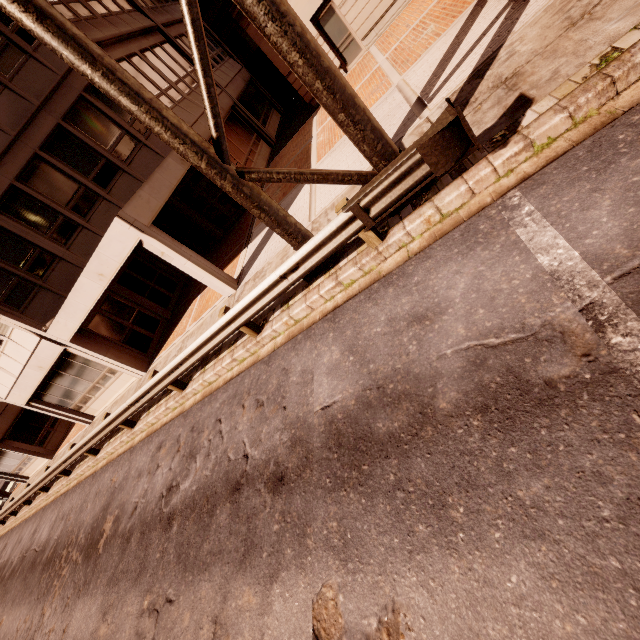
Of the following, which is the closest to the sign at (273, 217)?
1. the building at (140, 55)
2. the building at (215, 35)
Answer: the building at (140, 55)

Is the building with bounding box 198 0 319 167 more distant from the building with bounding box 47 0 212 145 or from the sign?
the sign

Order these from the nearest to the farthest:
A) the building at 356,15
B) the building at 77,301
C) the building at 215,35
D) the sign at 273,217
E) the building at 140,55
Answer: the sign at 273,217 < the building at 77,301 < the building at 140,55 < the building at 356,15 < the building at 215,35

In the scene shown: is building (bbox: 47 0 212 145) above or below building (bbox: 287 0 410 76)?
above

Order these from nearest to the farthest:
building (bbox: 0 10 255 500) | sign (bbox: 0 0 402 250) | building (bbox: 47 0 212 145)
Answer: sign (bbox: 0 0 402 250) < building (bbox: 0 10 255 500) < building (bbox: 47 0 212 145)

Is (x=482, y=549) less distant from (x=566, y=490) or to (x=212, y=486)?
(x=566, y=490)

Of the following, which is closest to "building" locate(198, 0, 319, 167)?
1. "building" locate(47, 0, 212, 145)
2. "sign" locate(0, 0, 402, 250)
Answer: "building" locate(47, 0, 212, 145)
